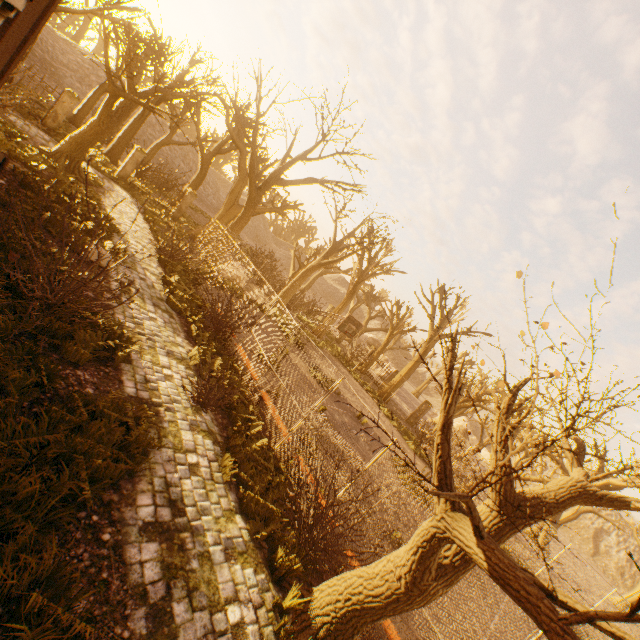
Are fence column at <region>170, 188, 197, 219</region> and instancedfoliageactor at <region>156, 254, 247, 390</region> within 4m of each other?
no

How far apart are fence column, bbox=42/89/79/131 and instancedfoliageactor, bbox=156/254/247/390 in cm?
1505

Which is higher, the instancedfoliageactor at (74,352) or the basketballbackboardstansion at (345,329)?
the basketballbackboardstansion at (345,329)

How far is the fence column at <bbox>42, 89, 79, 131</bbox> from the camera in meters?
17.8

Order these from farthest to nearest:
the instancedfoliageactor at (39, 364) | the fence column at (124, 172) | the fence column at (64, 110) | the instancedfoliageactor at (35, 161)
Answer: the fence column at (124, 172), the fence column at (64, 110), the instancedfoliageactor at (35, 161), the instancedfoliageactor at (39, 364)

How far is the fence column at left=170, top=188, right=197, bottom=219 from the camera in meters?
23.6

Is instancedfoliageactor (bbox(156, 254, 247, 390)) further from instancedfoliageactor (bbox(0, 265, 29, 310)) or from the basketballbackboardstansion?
the basketballbackboardstansion

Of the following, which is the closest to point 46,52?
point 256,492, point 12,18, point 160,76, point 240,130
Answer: point 160,76
